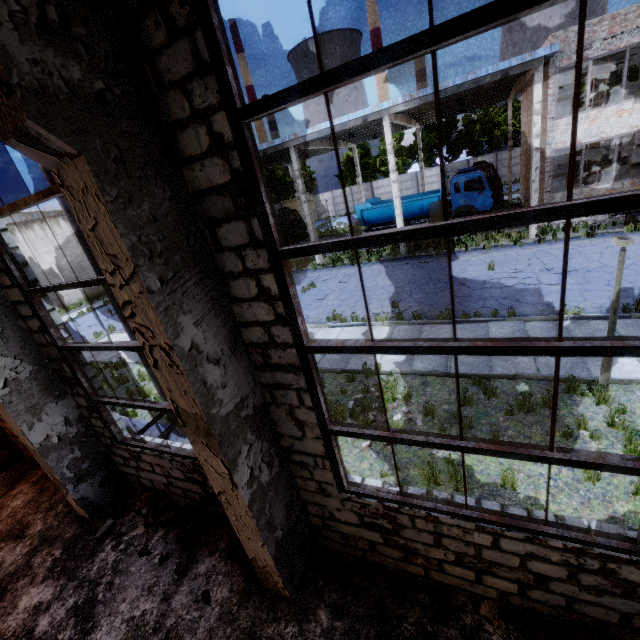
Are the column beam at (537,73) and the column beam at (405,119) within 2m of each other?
no

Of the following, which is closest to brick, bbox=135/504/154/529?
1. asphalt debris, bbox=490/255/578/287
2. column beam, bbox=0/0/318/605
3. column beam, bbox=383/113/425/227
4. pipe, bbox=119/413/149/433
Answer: pipe, bbox=119/413/149/433

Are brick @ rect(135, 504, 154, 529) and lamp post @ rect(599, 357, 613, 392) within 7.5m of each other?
no

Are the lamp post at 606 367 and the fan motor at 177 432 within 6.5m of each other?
no

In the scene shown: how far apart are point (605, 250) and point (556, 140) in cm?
680

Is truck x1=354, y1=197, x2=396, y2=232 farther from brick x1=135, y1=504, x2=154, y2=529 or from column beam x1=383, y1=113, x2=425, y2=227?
brick x1=135, y1=504, x2=154, y2=529

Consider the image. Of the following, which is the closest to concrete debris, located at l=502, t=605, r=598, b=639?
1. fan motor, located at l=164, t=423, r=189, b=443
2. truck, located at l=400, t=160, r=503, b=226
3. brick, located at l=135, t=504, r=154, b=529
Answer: fan motor, located at l=164, t=423, r=189, b=443

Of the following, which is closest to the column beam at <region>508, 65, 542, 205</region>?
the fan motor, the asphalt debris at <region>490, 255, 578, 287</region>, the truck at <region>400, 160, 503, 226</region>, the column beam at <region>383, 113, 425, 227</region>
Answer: the truck at <region>400, 160, 503, 226</region>
